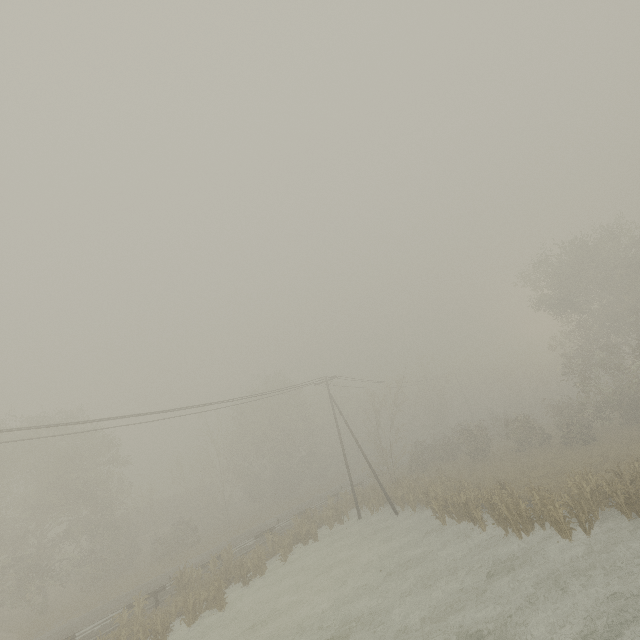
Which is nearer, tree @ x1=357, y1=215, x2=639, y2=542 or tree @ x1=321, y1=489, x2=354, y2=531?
tree @ x1=357, y1=215, x2=639, y2=542

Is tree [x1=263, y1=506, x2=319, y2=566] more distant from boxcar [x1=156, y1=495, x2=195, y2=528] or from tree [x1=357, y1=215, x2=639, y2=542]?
boxcar [x1=156, y1=495, x2=195, y2=528]

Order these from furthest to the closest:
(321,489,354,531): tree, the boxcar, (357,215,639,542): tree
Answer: the boxcar → (321,489,354,531): tree → (357,215,639,542): tree

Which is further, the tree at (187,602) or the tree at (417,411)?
the tree at (187,602)

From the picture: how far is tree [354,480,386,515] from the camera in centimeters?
2795cm

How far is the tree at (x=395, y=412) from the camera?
33.0 meters

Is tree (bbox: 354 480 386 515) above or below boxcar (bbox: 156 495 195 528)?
below

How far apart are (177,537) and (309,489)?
21.92m
